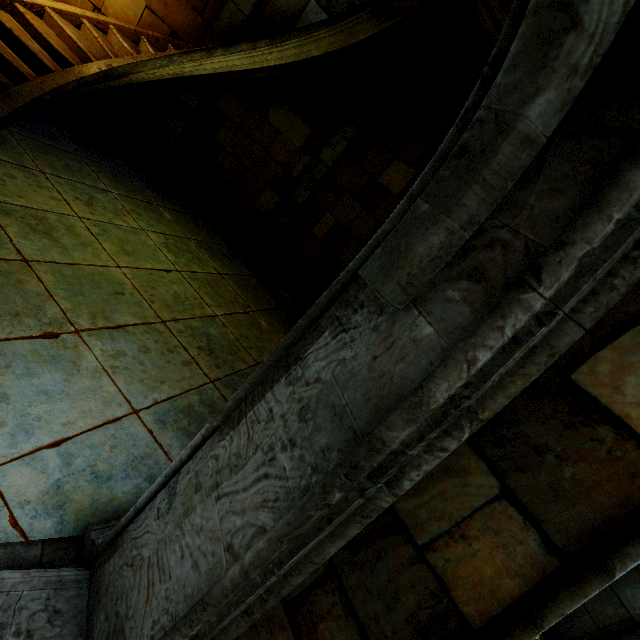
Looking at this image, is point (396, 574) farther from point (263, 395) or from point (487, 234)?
point (487, 234)
